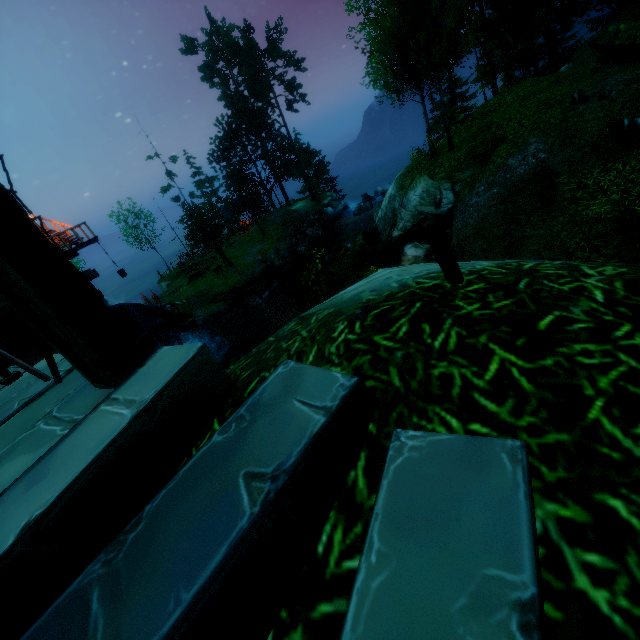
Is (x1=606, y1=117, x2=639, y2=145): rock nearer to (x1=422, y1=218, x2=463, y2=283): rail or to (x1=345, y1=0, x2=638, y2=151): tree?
(x1=345, y1=0, x2=638, y2=151): tree

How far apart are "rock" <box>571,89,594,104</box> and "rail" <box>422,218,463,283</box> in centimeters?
1460cm

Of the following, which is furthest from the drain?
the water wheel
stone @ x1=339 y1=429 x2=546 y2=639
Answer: stone @ x1=339 y1=429 x2=546 y2=639

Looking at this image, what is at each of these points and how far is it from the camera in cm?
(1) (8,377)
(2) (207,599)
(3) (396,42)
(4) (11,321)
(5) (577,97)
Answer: (1) fence, 346
(2) stone, 109
(3) tree, 1373
(4) tower, 1628
(5) rock, 1172

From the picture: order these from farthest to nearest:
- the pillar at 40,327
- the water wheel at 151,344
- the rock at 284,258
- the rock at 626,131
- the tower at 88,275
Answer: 1. the rock at 284,258
2. the tower at 88,275
3. the water wheel at 151,344
4. the rock at 626,131
5. the pillar at 40,327

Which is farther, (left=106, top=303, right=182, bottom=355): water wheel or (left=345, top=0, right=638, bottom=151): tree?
(left=106, top=303, right=182, bottom=355): water wheel

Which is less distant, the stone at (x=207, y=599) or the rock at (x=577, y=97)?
the stone at (x=207, y=599)

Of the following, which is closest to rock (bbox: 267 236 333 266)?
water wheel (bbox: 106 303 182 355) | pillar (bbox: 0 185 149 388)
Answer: water wheel (bbox: 106 303 182 355)
